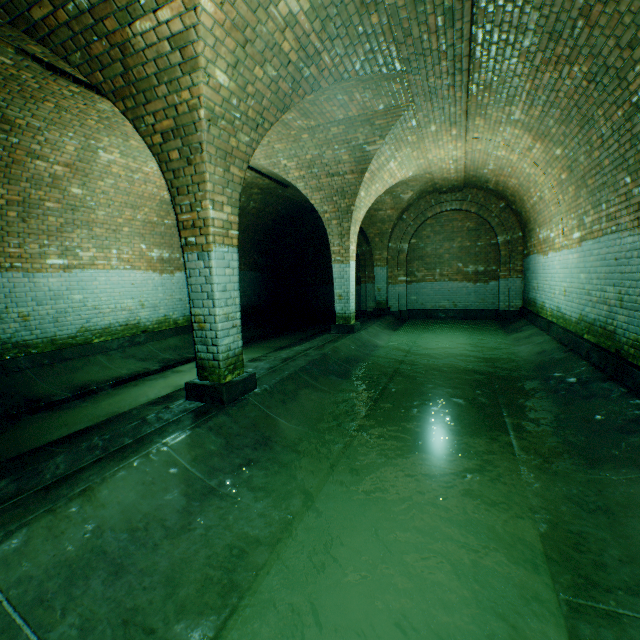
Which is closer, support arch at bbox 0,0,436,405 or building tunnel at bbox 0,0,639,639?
building tunnel at bbox 0,0,639,639

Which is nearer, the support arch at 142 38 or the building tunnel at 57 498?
the building tunnel at 57 498

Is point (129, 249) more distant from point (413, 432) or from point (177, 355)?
point (413, 432)
